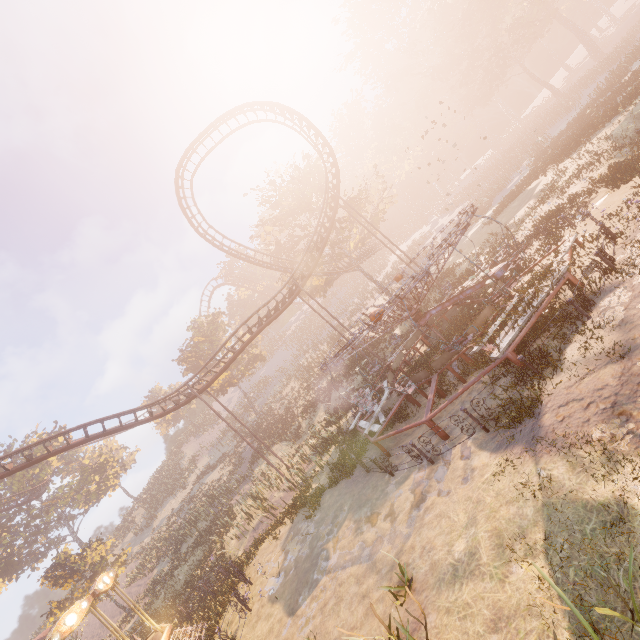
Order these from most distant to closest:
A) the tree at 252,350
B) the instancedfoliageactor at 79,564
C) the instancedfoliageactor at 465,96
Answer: the tree at 252,350, the instancedfoliageactor at 465,96, the instancedfoliageactor at 79,564

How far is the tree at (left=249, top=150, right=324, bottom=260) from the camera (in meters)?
33.56

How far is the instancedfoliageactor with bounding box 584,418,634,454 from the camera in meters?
5.3 m

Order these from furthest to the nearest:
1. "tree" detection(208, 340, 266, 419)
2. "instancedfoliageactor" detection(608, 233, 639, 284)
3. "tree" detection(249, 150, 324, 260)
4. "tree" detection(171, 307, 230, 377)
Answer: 1. "tree" detection(171, 307, 230, 377)
2. "tree" detection(208, 340, 266, 419)
3. "tree" detection(249, 150, 324, 260)
4. "instancedfoliageactor" detection(608, 233, 639, 284)

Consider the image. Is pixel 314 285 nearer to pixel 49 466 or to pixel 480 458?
pixel 480 458

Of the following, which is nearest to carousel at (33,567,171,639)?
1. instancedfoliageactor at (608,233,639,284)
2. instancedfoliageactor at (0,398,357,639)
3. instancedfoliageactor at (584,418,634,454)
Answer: instancedfoliageactor at (0,398,357,639)

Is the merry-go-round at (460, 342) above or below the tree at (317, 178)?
below

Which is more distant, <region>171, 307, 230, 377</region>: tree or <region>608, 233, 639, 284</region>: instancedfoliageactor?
<region>171, 307, 230, 377</region>: tree
